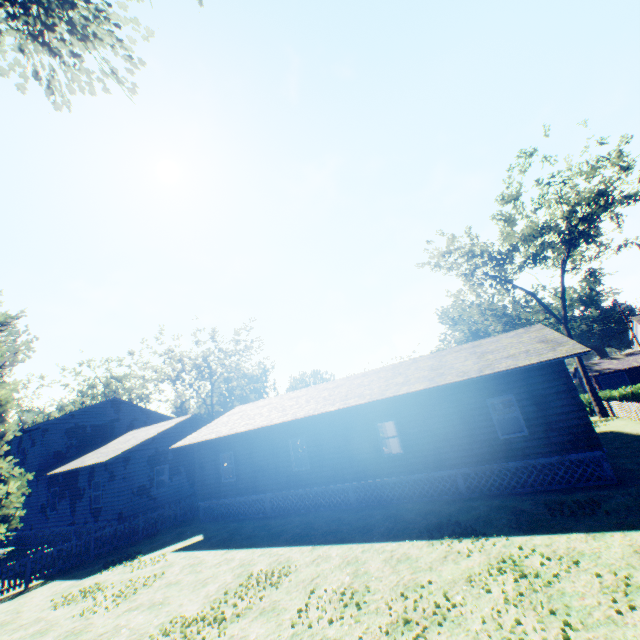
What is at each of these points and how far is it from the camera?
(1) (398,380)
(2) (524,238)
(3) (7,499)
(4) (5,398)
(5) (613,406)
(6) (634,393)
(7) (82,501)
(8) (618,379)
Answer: (1) flat, 16.1m
(2) tree, 25.7m
(3) plant, 16.8m
(4) plant, 17.3m
(5) fence, 26.0m
(6) hedge, 29.1m
(7) house, 20.5m
(8) garage door, 49.9m

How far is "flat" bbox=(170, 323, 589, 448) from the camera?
12.7 meters

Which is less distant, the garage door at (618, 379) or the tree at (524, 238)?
the tree at (524, 238)

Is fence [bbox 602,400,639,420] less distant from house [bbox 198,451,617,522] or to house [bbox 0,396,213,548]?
house [bbox 198,451,617,522]

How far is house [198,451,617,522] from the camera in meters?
11.6 m

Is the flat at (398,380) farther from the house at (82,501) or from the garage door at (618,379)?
the garage door at (618,379)

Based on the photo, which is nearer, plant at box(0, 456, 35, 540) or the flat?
the flat

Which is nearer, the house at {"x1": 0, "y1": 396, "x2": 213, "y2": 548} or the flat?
the flat
